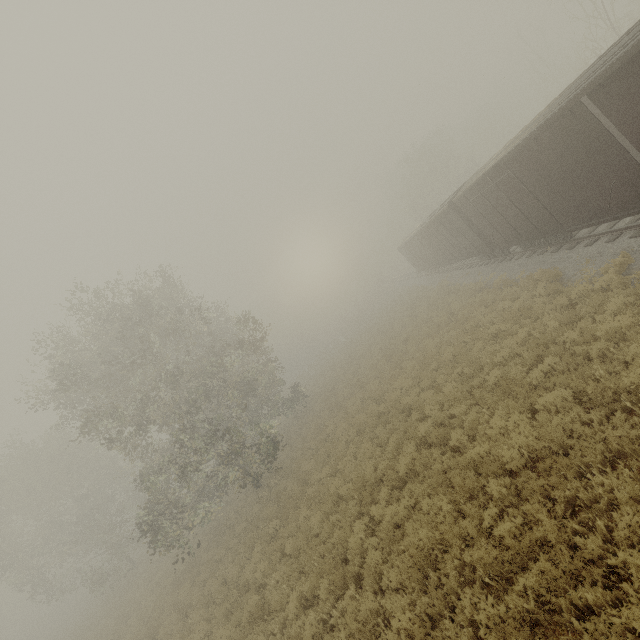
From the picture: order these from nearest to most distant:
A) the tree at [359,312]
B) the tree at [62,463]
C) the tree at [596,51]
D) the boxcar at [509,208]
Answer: the tree at [62,463], the boxcar at [509,208], the tree at [596,51], the tree at [359,312]

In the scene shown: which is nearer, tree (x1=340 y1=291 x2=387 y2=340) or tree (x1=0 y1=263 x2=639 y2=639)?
tree (x1=0 y1=263 x2=639 y2=639)

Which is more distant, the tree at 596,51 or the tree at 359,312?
the tree at 359,312

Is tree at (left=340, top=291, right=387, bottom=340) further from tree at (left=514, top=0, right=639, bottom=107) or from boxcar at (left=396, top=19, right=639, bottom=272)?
tree at (left=514, top=0, right=639, bottom=107)

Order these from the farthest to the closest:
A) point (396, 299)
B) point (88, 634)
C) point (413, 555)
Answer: point (396, 299)
point (88, 634)
point (413, 555)

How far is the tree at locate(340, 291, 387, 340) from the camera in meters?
51.5

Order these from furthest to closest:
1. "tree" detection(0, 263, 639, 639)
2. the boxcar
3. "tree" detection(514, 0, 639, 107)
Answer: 1. "tree" detection(514, 0, 639, 107)
2. the boxcar
3. "tree" detection(0, 263, 639, 639)

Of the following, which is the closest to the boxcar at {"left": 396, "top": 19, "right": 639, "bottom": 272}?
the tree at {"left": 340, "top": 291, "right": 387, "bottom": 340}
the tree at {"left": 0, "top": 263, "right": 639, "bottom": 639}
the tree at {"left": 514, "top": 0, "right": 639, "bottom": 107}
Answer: the tree at {"left": 514, "top": 0, "right": 639, "bottom": 107}
